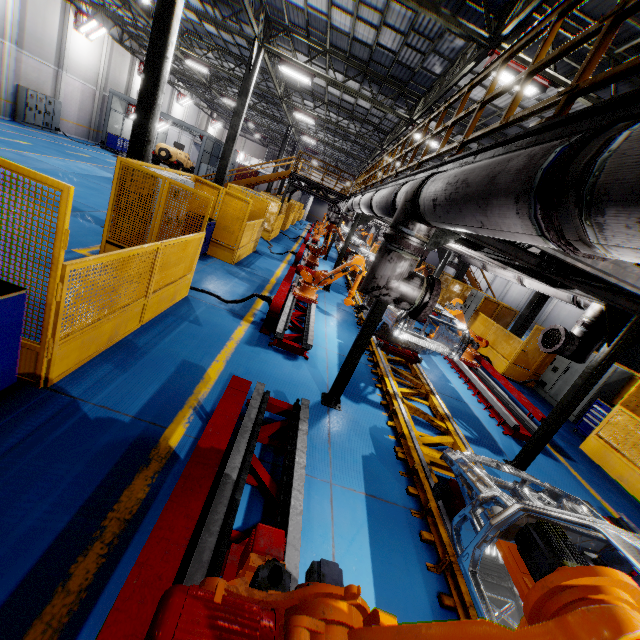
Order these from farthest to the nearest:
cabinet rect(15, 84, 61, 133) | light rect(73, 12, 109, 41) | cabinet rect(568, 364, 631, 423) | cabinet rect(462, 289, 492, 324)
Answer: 1. light rect(73, 12, 109, 41)
2. cabinet rect(15, 84, 61, 133)
3. cabinet rect(462, 289, 492, 324)
4. cabinet rect(568, 364, 631, 423)

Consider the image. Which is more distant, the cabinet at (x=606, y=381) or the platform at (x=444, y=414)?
the cabinet at (x=606, y=381)

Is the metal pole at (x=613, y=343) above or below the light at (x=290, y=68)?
below

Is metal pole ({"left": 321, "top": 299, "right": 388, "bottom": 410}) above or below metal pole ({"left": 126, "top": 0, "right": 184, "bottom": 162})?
below

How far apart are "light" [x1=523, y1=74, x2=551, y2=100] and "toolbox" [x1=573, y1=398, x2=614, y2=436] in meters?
8.5

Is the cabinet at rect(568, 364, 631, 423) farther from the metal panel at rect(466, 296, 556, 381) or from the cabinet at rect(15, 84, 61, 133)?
the cabinet at rect(15, 84, 61, 133)

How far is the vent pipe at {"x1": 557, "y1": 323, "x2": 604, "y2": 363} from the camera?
6.1 meters

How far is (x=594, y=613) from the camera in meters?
1.1 m
